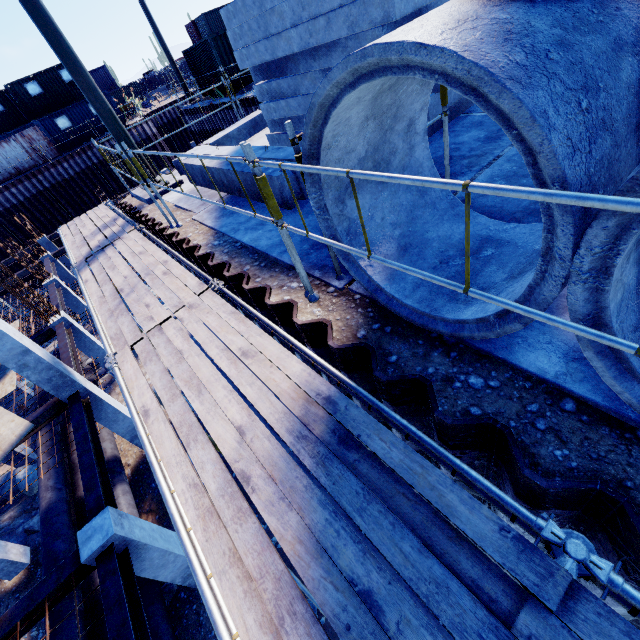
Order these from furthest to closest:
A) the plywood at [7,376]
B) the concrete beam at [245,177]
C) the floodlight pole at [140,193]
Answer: the plywood at [7,376], the floodlight pole at [140,193], the concrete beam at [245,177]

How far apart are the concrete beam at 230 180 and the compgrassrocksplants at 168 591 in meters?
9.2

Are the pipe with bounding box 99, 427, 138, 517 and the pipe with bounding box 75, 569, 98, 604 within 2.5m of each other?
yes

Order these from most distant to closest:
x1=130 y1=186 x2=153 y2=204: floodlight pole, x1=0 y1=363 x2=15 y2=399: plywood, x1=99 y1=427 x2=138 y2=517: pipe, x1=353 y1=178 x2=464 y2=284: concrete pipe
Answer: x1=0 y1=363 x2=15 y2=399: plywood, x1=99 y1=427 x2=138 y2=517: pipe, x1=130 y1=186 x2=153 y2=204: floodlight pole, x1=353 y1=178 x2=464 y2=284: concrete pipe

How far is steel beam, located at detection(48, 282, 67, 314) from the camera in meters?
13.7

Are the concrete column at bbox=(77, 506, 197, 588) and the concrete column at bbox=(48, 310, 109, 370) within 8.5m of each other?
no

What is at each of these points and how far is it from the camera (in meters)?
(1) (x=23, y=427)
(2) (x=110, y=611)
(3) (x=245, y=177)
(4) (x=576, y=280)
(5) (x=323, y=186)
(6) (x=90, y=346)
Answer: (1) plywood, 8.48
(2) steel beam, 4.81
(3) concrete beam, 5.03
(4) concrete pipe, 1.32
(5) concrete pipe, 2.29
(6) concrete column, 13.27

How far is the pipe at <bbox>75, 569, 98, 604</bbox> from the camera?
7.4 meters
